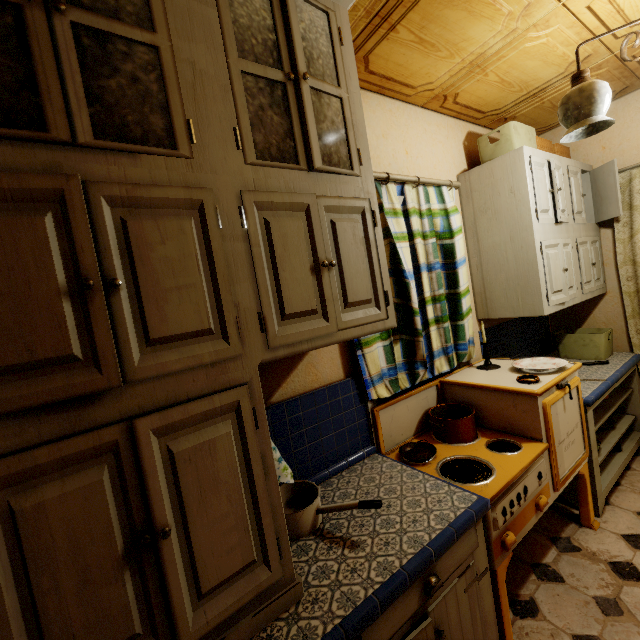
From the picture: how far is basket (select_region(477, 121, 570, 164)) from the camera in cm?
222

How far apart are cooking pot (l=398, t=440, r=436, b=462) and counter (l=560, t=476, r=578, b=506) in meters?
1.0 m

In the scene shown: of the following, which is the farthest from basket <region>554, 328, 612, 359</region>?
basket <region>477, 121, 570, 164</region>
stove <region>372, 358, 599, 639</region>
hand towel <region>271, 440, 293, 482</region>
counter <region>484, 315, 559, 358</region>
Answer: hand towel <region>271, 440, 293, 482</region>

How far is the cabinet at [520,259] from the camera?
2.14m

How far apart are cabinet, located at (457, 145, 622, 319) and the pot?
0.82m

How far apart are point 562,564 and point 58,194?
2.8 meters

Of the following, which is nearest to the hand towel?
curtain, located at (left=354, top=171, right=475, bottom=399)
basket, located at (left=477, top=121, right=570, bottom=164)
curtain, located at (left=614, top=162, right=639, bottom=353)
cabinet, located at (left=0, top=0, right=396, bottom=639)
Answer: cabinet, located at (left=0, top=0, right=396, bottom=639)

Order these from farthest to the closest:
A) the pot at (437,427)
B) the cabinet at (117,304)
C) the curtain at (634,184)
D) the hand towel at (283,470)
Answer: the curtain at (634,184) → the pot at (437,427) → the hand towel at (283,470) → the cabinet at (117,304)
